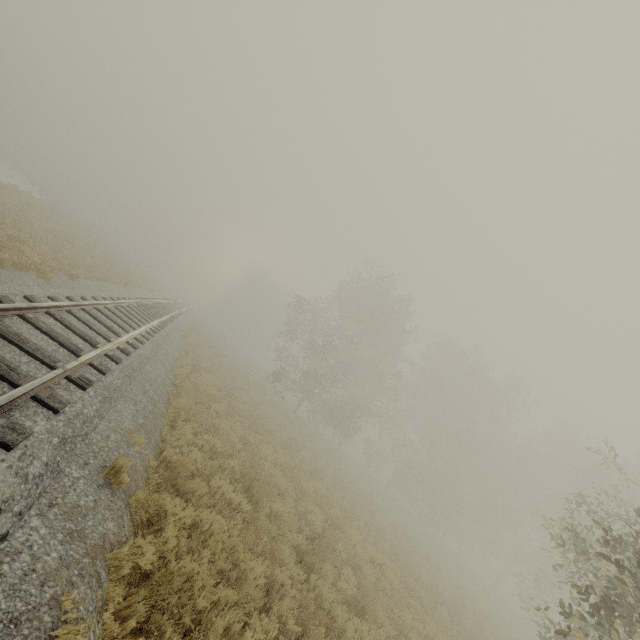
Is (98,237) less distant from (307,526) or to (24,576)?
(307,526)
